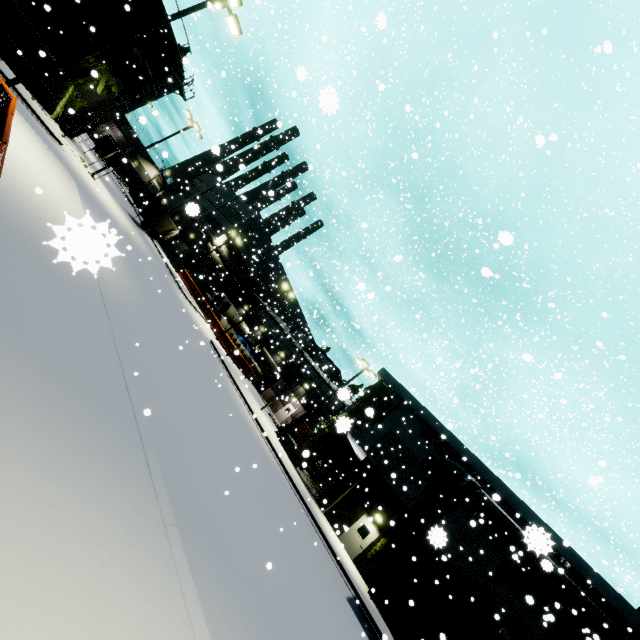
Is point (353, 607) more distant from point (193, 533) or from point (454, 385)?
point (454, 385)

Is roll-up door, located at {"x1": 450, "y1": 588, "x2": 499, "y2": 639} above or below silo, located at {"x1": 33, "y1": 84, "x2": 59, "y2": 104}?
above

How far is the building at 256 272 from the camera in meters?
47.5

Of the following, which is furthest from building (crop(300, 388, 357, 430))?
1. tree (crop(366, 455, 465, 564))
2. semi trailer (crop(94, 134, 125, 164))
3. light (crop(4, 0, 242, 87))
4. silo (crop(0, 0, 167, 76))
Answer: light (crop(4, 0, 242, 87))

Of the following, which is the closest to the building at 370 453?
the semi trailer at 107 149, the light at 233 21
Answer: the semi trailer at 107 149

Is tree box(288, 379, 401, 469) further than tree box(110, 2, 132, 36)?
No

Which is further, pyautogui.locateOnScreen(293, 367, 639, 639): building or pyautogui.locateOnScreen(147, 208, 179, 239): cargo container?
pyautogui.locateOnScreen(147, 208, 179, 239): cargo container

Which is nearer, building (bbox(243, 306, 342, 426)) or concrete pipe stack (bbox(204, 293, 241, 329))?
building (bbox(243, 306, 342, 426))
